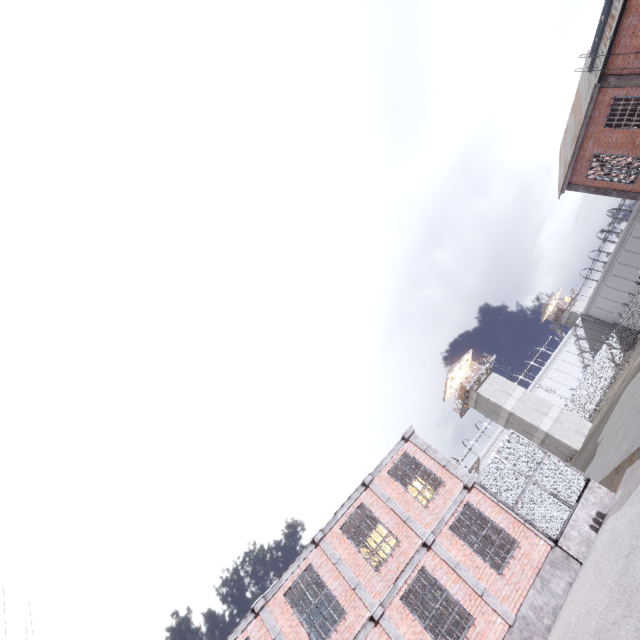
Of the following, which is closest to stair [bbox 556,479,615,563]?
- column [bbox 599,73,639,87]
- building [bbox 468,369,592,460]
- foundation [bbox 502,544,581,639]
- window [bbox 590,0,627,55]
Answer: foundation [bbox 502,544,581,639]

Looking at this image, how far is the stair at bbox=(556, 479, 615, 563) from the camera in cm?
1119

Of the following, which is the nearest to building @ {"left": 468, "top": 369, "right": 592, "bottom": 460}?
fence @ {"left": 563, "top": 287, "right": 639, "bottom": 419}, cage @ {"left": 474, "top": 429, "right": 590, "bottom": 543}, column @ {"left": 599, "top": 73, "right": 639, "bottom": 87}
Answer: fence @ {"left": 563, "top": 287, "right": 639, "bottom": 419}

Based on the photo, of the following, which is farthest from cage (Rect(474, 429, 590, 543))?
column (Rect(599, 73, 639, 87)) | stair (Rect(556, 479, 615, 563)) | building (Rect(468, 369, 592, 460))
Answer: building (Rect(468, 369, 592, 460))

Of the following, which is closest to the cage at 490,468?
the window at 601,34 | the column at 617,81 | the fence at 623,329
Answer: the fence at 623,329

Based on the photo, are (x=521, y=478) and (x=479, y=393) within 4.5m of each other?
no

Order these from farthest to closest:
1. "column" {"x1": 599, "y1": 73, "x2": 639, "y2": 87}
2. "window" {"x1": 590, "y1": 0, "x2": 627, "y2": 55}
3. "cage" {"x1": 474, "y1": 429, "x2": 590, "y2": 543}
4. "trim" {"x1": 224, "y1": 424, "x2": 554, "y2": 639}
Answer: "column" {"x1": 599, "y1": 73, "x2": 639, "y2": 87}, "window" {"x1": 590, "y1": 0, "x2": 627, "y2": 55}, "cage" {"x1": 474, "y1": 429, "x2": 590, "y2": 543}, "trim" {"x1": 224, "y1": 424, "x2": 554, "y2": 639}

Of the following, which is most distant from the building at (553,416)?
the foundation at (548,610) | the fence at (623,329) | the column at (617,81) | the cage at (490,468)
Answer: the column at (617,81)
